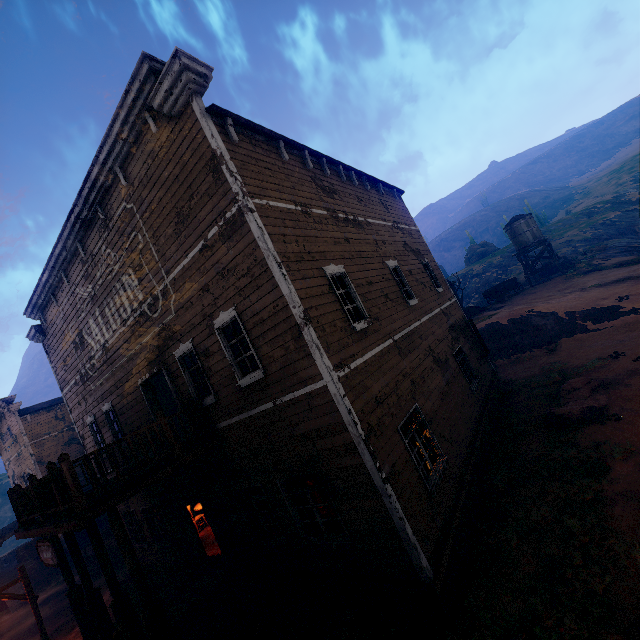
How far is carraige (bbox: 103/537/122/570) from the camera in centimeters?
1691cm

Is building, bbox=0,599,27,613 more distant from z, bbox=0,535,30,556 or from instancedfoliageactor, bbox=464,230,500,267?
instancedfoliageactor, bbox=464,230,500,267

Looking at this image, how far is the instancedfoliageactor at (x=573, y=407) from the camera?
9.9m

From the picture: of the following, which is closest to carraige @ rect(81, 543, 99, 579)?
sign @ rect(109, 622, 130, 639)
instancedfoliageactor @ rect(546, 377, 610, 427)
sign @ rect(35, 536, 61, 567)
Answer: sign @ rect(35, 536, 61, 567)

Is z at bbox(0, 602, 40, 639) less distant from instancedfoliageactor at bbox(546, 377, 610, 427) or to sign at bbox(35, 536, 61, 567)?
instancedfoliageactor at bbox(546, 377, 610, 427)

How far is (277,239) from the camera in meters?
6.7 m

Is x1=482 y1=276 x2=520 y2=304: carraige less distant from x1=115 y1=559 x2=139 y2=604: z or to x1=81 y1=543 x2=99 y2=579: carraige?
x1=115 y1=559 x2=139 y2=604: z

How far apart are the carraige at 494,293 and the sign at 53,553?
33.2 meters
